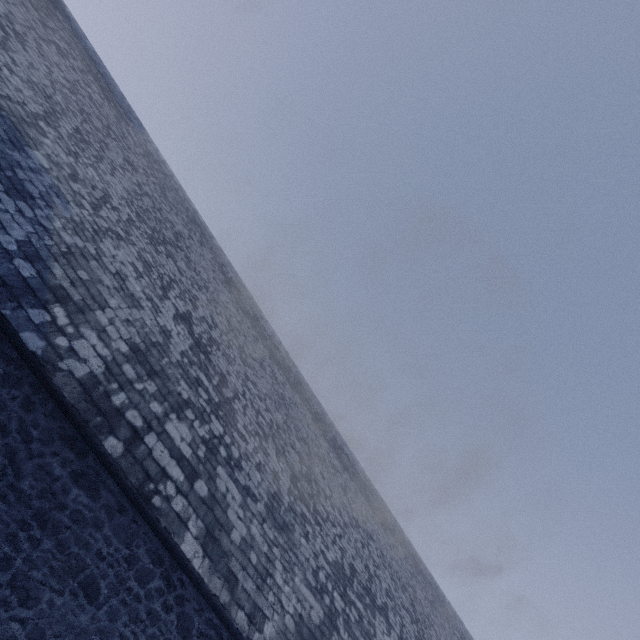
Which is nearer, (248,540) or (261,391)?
(248,540)
